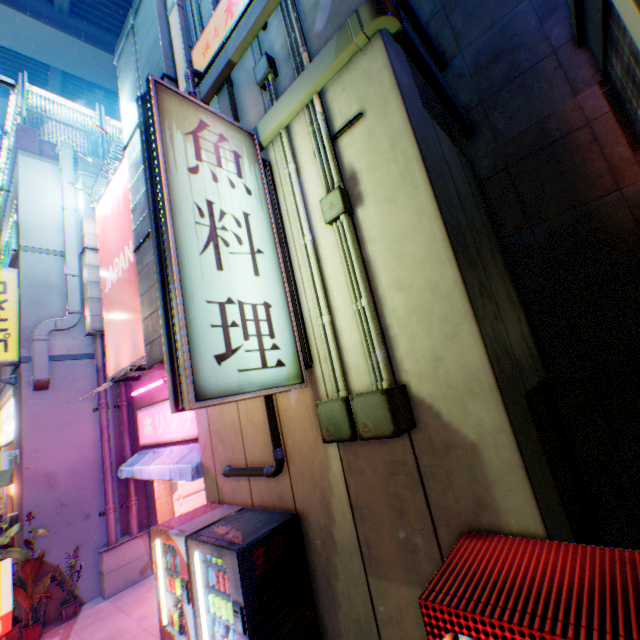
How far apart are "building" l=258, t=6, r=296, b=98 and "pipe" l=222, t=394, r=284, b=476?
0.00m

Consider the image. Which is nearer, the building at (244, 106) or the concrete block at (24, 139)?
the building at (244, 106)

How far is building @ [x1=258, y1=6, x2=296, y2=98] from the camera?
4.3 meters

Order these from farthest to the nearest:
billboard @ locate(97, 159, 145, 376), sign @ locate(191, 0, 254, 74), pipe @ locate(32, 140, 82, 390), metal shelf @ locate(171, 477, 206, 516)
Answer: metal shelf @ locate(171, 477, 206, 516) → pipe @ locate(32, 140, 82, 390) → billboard @ locate(97, 159, 145, 376) → sign @ locate(191, 0, 254, 74)

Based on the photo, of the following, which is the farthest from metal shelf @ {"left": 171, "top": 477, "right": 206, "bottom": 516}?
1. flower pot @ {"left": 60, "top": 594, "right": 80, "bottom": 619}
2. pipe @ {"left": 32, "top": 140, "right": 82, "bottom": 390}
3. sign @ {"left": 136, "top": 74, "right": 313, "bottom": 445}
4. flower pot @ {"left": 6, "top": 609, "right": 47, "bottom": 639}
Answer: sign @ {"left": 136, "top": 74, "right": 313, "bottom": 445}

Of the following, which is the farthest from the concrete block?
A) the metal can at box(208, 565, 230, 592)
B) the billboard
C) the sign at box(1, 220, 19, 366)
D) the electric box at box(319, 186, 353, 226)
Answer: the metal can at box(208, 565, 230, 592)

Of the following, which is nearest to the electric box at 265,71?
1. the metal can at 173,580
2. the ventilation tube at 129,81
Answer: the ventilation tube at 129,81

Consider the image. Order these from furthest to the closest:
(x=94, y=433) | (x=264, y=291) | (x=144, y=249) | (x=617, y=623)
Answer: (x=94, y=433) < (x=144, y=249) < (x=264, y=291) < (x=617, y=623)
